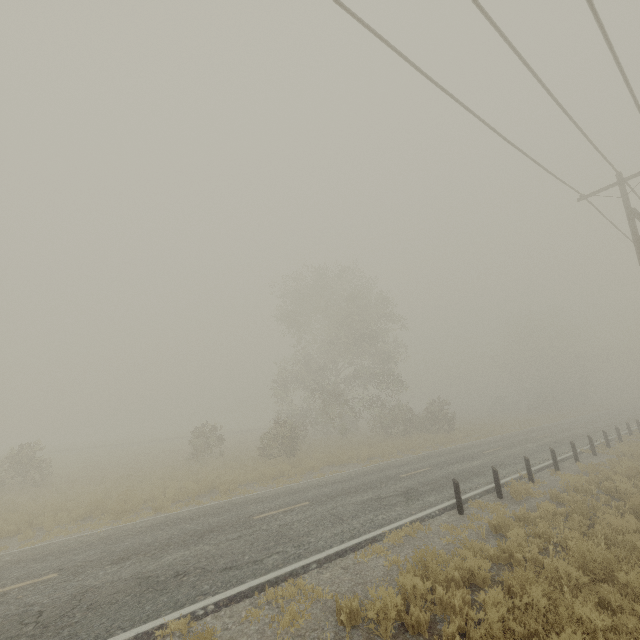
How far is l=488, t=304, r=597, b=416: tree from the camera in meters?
48.6 m

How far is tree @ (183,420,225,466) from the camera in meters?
24.6

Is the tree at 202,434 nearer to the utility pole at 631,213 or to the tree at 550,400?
the utility pole at 631,213

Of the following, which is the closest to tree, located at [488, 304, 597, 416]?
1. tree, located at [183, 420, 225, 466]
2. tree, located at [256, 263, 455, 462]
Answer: tree, located at [256, 263, 455, 462]

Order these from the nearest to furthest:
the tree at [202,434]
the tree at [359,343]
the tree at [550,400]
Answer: the tree at [202,434] → the tree at [359,343] → the tree at [550,400]

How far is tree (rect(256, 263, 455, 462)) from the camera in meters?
28.3

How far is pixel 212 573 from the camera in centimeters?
746cm

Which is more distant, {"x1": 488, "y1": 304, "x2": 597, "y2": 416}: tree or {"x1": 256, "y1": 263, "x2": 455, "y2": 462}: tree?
{"x1": 488, "y1": 304, "x2": 597, "y2": 416}: tree
